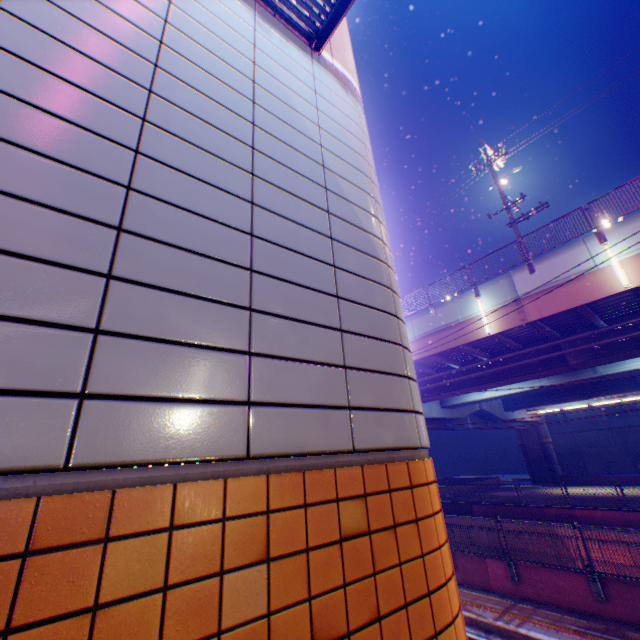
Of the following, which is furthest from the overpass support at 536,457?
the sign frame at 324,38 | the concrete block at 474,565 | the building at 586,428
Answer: the sign frame at 324,38

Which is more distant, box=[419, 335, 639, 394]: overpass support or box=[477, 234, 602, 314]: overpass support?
box=[419, 335, 639, 394]: overpass support

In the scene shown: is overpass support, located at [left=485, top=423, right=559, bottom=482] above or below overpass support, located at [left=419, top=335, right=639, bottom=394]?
below

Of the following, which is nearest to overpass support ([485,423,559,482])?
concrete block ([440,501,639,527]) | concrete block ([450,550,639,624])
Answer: concrete block ([440,501,639,527])

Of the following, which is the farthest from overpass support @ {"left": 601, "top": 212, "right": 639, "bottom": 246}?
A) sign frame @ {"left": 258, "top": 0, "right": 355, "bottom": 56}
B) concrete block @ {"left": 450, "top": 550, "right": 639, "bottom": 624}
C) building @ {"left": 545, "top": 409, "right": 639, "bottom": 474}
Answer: sign frame @ {"left": 258, "top": 0, "right": 355, "bottom": 56}

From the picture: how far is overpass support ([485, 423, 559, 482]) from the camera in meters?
36.4 m

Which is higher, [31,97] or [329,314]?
[31,97]

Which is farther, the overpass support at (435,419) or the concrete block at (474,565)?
the overpass support at (435,419)
